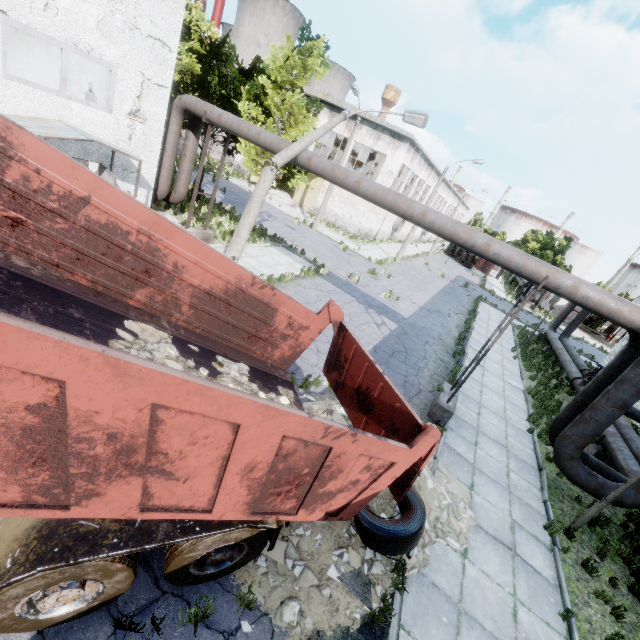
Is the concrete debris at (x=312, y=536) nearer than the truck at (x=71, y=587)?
No

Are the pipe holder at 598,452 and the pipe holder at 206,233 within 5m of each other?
no

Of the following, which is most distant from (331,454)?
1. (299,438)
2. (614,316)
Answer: (614,316)

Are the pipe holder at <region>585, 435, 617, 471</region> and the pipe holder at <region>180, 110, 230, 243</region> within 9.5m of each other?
no

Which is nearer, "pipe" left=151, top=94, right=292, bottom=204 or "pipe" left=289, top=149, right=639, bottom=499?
"pipe" left=289, top=149, right=639, bottom=499

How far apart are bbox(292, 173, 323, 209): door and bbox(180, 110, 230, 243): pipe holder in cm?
2102

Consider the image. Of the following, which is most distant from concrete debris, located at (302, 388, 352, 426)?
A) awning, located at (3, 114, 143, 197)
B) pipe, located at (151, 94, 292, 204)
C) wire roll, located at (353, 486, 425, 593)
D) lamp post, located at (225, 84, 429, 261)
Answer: awning, located at (3, 114, 143, 197)

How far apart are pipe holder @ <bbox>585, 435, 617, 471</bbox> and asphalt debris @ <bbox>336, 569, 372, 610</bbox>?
11.4m
